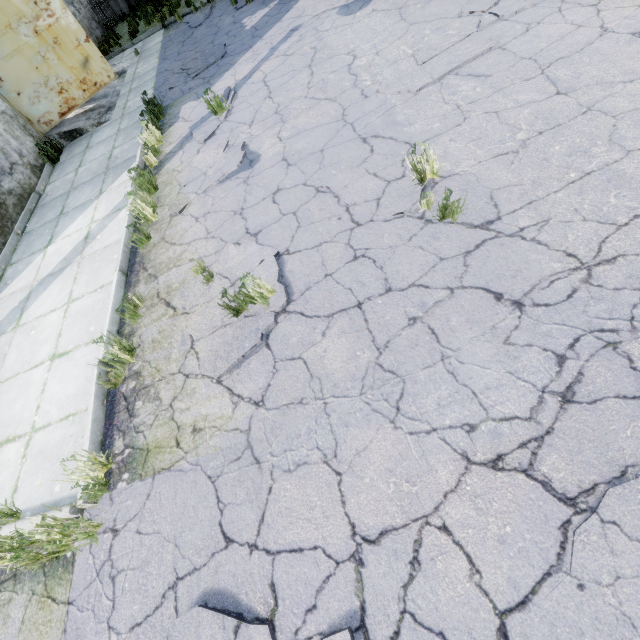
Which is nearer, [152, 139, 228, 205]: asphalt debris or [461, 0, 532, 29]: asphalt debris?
[461, 0, 532, 29]: asphalt debris

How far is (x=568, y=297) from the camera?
2.52m

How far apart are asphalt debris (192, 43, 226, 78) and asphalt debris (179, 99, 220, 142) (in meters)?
1.73

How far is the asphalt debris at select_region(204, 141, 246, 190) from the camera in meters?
5.0 m

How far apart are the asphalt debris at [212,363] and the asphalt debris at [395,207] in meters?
1.4

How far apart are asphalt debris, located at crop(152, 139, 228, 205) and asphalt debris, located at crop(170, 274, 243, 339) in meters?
1.5

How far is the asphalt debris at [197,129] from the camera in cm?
631

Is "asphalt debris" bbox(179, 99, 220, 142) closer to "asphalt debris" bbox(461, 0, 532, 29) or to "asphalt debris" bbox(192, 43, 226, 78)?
"asphalt debris" bbox(192, 43, 226, 78)
